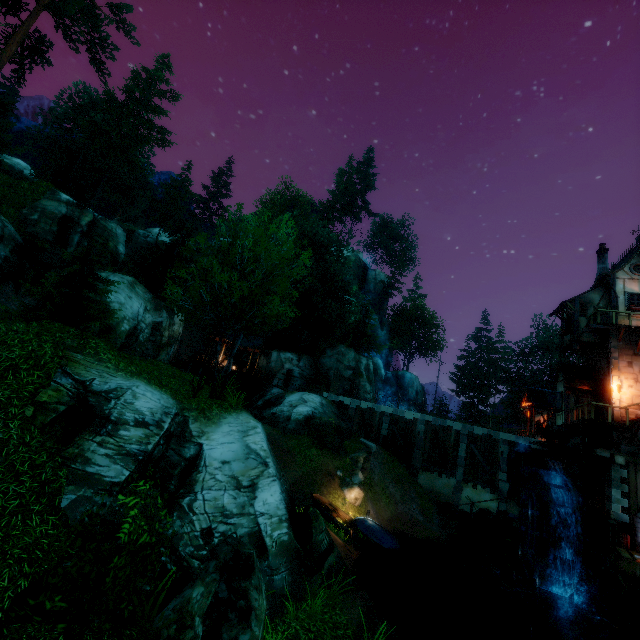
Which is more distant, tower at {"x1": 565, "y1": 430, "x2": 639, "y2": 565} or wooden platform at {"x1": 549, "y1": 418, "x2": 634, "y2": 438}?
wooden platform at {"x1": 549, "y1": 418, "x2": 634, "y2": 438}

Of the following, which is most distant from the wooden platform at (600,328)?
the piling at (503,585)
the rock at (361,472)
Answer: the rock at (361,472)

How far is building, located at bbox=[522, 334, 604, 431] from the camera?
20.55m

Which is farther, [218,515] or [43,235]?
[43,235]

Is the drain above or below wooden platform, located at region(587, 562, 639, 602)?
above

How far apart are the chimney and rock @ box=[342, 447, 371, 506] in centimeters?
2086cm

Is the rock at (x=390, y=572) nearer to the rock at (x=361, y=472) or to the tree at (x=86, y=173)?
the rock at (x=361, y=472)

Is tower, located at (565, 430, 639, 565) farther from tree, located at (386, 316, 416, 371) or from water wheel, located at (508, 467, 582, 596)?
tree, located at (386, 316, 416, 371)
